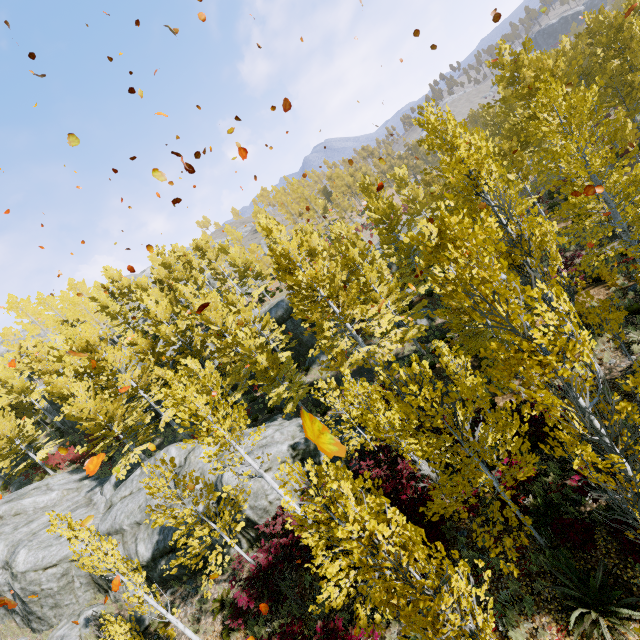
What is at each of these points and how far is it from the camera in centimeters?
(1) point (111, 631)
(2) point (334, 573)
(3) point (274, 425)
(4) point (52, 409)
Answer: (1) instancedfoliageactor, 1227cm
(2) instancedfoliageactor, 693cm
(3) rock, 1845cm
(4) rock, 3312cm

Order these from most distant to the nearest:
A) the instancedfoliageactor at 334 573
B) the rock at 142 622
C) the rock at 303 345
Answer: the rock at 303 345 < the rock at 142 622 < the instancedfoliageactor at 334 573

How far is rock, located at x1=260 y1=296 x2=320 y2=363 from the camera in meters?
28.6 m

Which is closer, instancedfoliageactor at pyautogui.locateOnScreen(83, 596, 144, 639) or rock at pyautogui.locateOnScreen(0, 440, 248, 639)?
instancedfoliageactor at pyautogui.locateOnScreen(83, 596, 144, 639)

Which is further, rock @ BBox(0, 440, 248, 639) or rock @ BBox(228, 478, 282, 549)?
rock @ BBox(0, 440, 248, 639)

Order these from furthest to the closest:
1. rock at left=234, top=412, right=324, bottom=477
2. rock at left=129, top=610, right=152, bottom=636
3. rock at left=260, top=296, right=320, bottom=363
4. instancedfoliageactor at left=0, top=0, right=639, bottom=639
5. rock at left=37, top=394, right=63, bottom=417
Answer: rock at left=37, top=394, right=63, bottom=417, rock at left=260, top=296, right=320, bottom=363, rock at left=234, top=412, right=324, bottom=477, rock at left=129, top=610, right=152, bottom=636, instancedfoliageactor at left=0, top=0, right=639, bottom=639

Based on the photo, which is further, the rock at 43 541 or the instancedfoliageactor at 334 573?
the rock at 43 541
